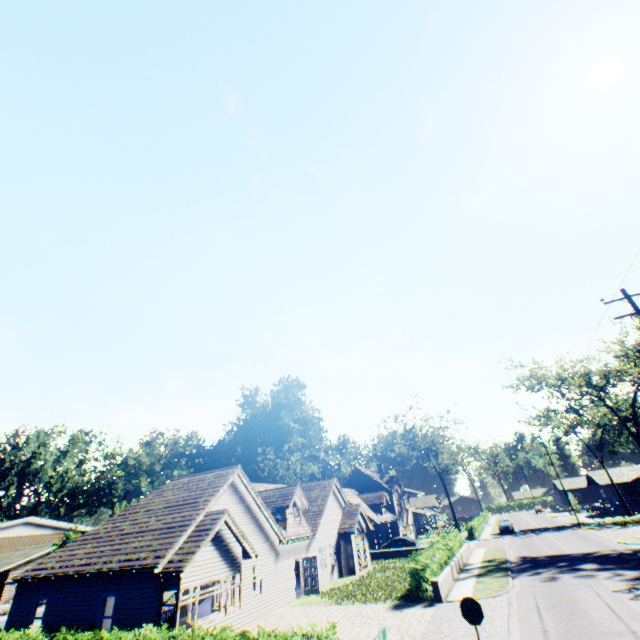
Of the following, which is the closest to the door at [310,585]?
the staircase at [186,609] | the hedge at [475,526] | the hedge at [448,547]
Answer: the staircase at [186,609]

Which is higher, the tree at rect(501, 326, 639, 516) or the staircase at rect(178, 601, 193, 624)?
the tree at rect(501, 326, 639, 516)

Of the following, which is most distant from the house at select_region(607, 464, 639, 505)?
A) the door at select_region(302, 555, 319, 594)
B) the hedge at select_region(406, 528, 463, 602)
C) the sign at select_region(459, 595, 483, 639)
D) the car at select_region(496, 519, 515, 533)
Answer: the sign at select_region(459, 595, 483, 639)

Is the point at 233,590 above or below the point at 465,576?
above

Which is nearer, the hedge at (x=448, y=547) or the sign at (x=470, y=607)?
the sign at (x=470, y=607)

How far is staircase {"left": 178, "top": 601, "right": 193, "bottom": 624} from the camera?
18.0m

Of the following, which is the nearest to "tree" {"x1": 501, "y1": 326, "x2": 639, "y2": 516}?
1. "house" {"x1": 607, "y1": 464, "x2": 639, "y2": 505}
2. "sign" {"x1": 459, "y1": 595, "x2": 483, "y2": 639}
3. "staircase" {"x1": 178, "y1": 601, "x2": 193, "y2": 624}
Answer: "sign" {"x1": 459, "y1": 595, "x2": 483, "y2": 639}

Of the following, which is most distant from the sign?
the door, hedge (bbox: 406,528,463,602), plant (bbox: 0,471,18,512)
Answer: plant (bbox: 0,471,18,512)
